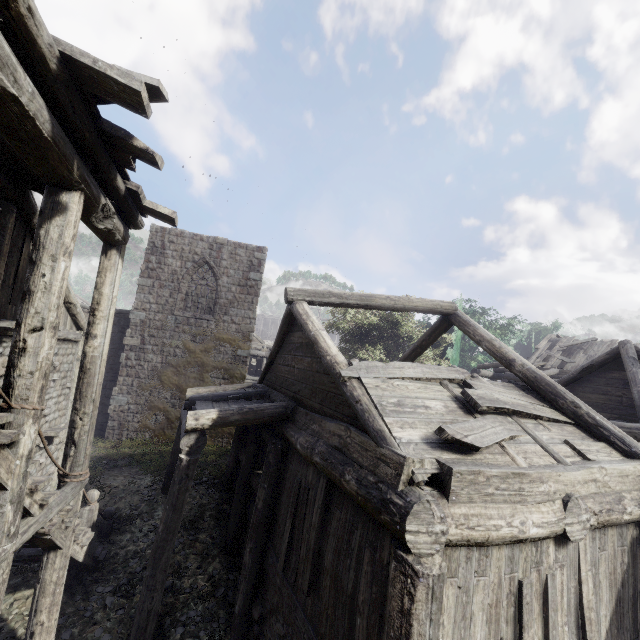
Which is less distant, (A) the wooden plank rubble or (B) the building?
(B) the building

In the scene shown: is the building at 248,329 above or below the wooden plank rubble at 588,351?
below

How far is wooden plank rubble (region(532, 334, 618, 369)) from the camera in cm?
2292

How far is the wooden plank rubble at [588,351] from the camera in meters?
22.9

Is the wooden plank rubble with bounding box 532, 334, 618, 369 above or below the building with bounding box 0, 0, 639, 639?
above

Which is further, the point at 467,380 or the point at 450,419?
the point at 467,380
